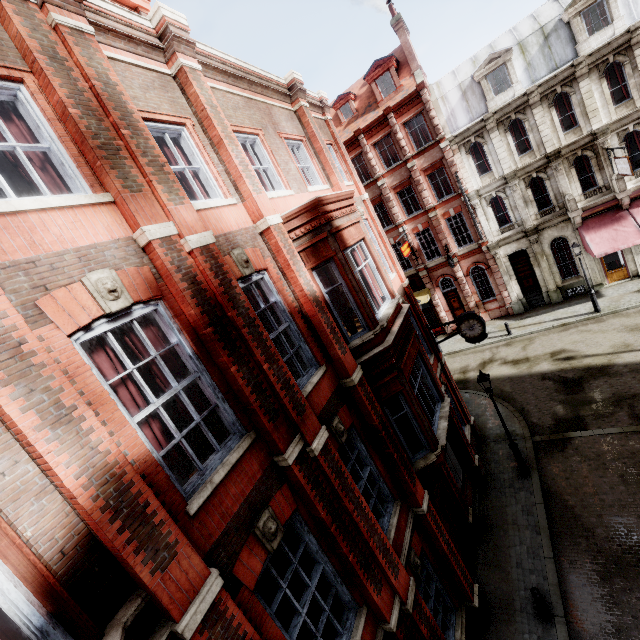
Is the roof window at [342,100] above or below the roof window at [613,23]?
above

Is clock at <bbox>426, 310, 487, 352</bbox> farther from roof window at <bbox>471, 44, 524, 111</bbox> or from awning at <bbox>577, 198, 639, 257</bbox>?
roof window at <bbox>471, 44, 524, 111</bbox>

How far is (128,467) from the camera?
3.31m

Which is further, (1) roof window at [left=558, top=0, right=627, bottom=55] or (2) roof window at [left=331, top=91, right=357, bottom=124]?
(2) roof window at [left=331, top=91, right=357, bottom=124]

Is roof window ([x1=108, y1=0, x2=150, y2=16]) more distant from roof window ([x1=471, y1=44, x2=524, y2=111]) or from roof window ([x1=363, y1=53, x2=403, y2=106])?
roof window ([x1=471, y1=44, x2=524, y2=111])

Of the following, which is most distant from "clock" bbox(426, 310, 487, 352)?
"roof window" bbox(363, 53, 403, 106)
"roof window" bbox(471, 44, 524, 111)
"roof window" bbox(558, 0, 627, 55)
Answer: "roof window" bbox(558, 0, 627, 55)

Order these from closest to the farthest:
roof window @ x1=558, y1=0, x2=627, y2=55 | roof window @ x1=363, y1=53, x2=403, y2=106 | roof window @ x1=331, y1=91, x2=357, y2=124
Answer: roof window @ x1=558, y1=0, x2=627, y2=55 < roof window @ x1=363, y1=53, x2=403, y2=106 < roof window @ x1=331, y1=91, x2=357, y2=124

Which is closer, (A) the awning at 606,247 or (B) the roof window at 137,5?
(B) the roof window at 137,5
